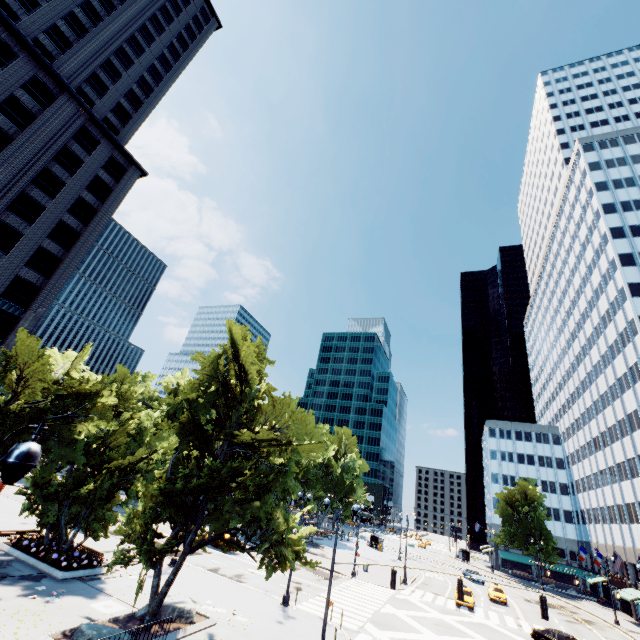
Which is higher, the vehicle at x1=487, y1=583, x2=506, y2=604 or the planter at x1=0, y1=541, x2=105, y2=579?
the vehicle at x1=487, y1=583, x2=506, y2=604

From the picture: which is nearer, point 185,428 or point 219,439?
point 219,439

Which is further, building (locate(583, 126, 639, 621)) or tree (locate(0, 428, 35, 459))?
building (locate(583, 126, 639, 621))

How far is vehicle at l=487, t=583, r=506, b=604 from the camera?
38.59m

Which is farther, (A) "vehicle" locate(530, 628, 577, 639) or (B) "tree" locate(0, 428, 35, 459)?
(A) "vehicle" locate(530, 628, 577, 639)

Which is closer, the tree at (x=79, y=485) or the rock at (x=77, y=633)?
the rock at (x=77, y=633)

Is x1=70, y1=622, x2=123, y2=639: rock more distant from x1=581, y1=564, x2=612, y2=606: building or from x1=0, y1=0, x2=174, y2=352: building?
x1=581, y1=564, x2=612, y2=606: building

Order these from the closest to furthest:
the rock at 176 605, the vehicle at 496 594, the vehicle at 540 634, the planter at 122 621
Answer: the planter at 122 621 → the rock at 176 605 → the vehicle at 540 634 → the vehicle at 496 594
